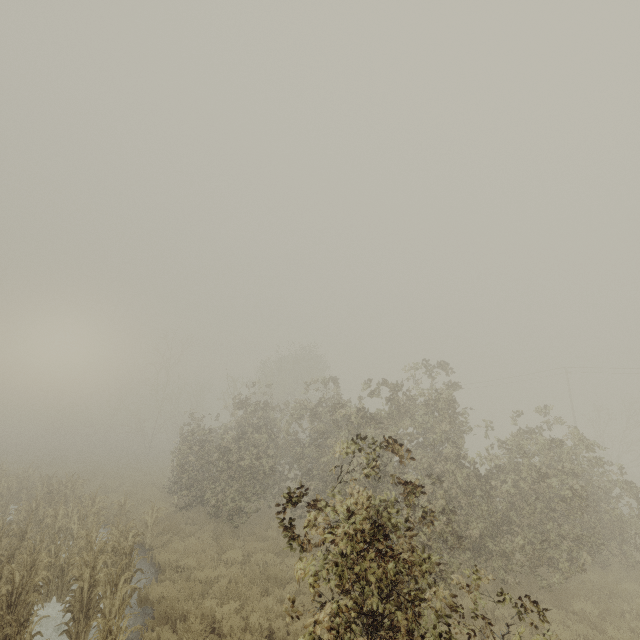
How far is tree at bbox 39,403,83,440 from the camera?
53.0m

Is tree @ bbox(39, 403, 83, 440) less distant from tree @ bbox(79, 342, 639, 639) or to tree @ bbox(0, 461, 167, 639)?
tree @ bbox(79, 342, 639, 639)

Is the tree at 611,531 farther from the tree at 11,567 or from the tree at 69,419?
the tree at 69,419

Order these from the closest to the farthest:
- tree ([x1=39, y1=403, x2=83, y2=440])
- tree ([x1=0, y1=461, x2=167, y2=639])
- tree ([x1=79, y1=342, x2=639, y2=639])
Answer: tree ([x1=79, y1=342, x2=639, y2=639]) → tree ([x1=0, y1=461, x2=167, y2=639]) → tree ([x1=39, y1=403, x2=83, y2=440])

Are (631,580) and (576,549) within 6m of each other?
yes

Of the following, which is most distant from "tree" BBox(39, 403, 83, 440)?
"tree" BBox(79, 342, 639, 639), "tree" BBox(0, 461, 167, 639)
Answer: "tree" BBox(0, 461, 167, 639)
